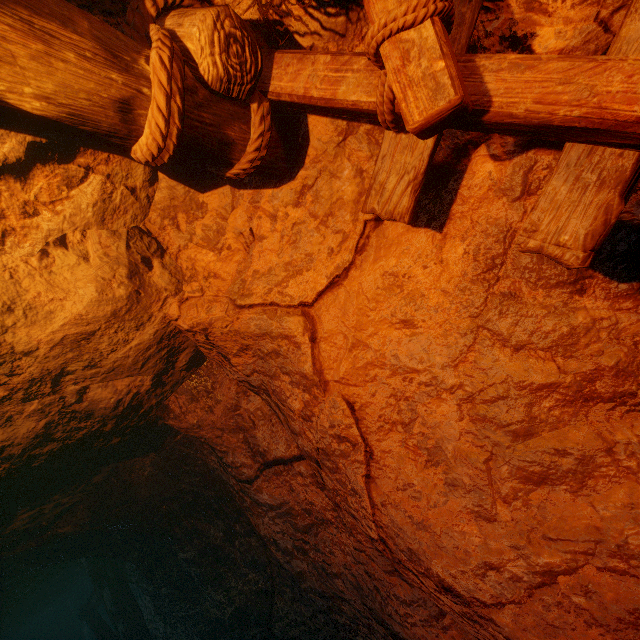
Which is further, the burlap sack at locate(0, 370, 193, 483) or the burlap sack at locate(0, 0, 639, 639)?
the burlap sack at locate(0, 370, 193, 483)

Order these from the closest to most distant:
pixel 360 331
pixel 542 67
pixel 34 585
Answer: pixel 542 67 < pixel 360 331 < pixel 34 585

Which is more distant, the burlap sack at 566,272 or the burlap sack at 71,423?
the burlap sack at 71,423

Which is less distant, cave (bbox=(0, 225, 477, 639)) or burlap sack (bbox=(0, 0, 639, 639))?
burlap sack (bbox=(0, 0, 639, 639))

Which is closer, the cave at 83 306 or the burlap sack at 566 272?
the burlap sack at 566 272
